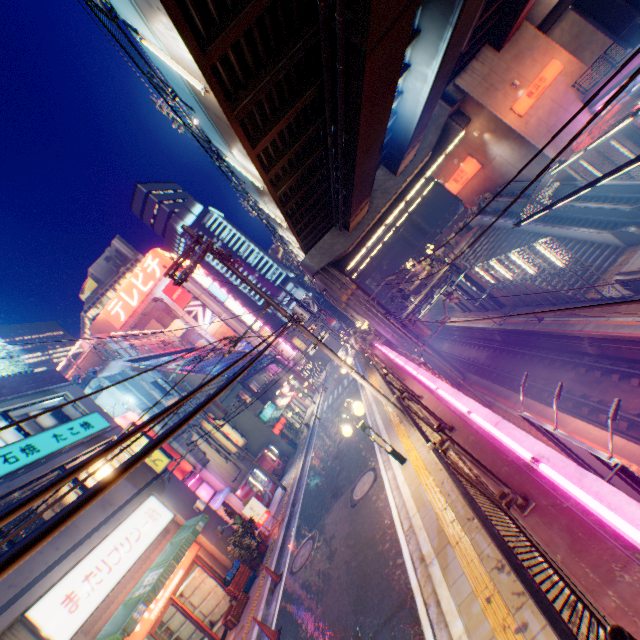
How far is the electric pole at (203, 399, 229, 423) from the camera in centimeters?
1873cm

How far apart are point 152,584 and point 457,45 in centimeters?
2285cm

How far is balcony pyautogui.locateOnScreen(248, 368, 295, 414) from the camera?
26.3 meters

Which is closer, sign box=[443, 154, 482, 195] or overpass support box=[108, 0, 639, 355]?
overpass support box=[108, 0, 639, 355]

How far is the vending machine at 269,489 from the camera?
19.5m

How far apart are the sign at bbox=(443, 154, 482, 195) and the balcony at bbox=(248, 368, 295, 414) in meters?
27.5

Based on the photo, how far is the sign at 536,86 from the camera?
22.9 meters

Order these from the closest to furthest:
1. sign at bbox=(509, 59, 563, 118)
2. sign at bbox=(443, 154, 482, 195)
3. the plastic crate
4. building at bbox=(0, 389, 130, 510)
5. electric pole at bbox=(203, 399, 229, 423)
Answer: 1. building at bbox=(0, 389, 130, 510)
2. the plastic crate
3. electric pole at bbox=(203, 399, 229, 423)
4. sign at bbox=(509, 59, 563, 118)
5. sign at bbox=(443, 154, 482, 195)
